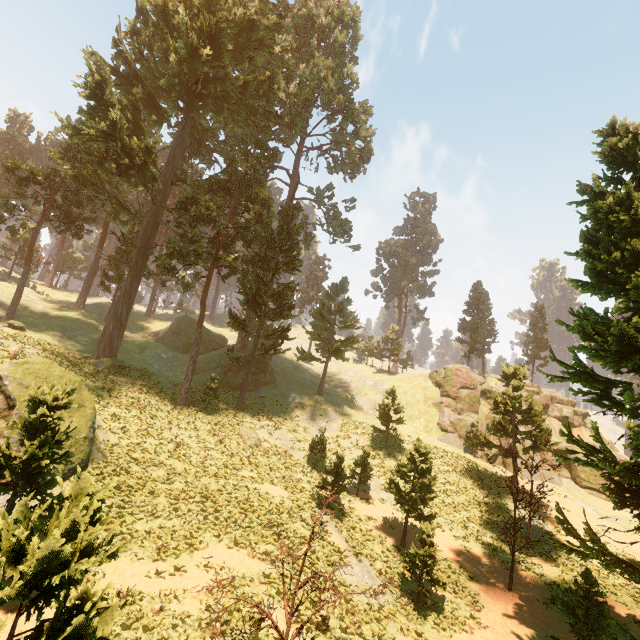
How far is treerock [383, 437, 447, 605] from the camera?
14.8 meters

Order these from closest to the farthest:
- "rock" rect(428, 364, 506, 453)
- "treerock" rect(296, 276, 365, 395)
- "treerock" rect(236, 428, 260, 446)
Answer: Result: "treerock" rect(236, 428, 260, 446), "rock" rect(428, 364, 506, 453), "treerock" rect(296, 276, 365, 395)

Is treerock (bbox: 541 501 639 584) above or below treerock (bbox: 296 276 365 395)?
below

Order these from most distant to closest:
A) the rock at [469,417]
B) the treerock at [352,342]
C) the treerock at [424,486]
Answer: the treerock at [352,342], the rock at [469,417], the treerock at [424,486]

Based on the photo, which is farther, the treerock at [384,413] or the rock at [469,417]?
the rock at [469,417]

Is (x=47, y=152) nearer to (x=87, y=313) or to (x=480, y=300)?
(x=87, y=313)
